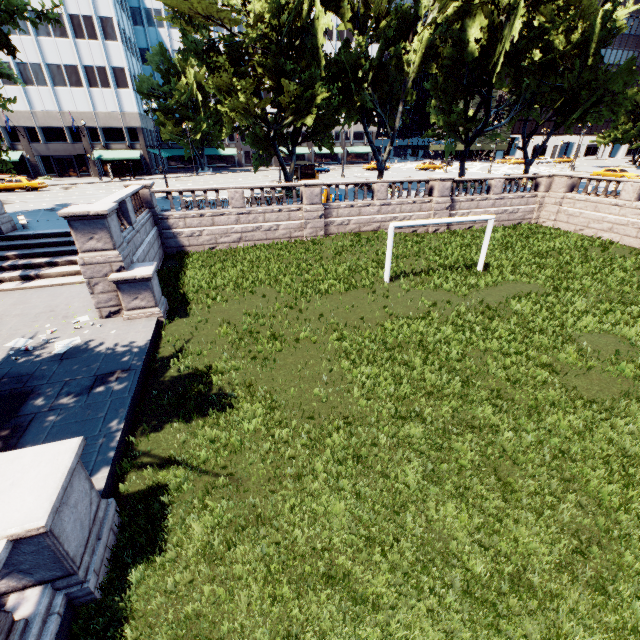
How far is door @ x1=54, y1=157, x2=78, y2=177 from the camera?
50.1m

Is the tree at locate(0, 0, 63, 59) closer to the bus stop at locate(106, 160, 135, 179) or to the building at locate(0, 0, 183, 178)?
the building at locate(0, 0, 183, 178)

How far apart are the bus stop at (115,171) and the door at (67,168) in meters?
9.5

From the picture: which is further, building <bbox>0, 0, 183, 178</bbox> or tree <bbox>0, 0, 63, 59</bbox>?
building <bbox>0, 0, 183, 178</bbox>

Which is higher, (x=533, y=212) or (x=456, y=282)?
(x=533, y=212)

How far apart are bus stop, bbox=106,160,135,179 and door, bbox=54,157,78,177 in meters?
9.5

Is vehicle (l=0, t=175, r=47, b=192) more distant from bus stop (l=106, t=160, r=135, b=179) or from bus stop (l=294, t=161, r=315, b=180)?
bus stop (l=294, t=161, r=315, b=180)

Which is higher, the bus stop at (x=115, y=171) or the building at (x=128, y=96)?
the building at (x=128, y=96)
